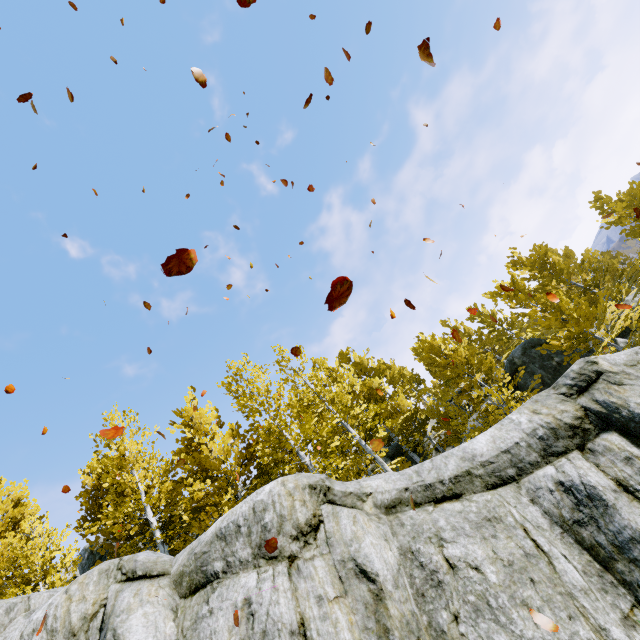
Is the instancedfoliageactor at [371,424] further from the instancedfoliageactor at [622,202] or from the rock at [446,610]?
the instancedfoliageactor at [622,202]

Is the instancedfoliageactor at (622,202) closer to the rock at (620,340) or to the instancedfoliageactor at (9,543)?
the rock at (620,340)

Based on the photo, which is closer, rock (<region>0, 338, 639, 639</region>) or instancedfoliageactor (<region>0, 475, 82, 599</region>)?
rock (<region>0, 338, 639, 639</region>)

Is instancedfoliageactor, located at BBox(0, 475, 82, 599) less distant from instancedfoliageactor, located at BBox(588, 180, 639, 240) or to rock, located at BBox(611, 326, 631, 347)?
A: rock, located at BBox(611, 326, 631, 347)

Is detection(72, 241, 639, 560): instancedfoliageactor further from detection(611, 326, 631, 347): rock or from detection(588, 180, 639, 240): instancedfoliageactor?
detection(588, 180, 639, 240): instancedfoliageactor

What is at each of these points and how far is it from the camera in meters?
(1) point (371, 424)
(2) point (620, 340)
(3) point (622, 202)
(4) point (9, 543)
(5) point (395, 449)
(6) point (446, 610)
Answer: (1) instancedfoliageactor, 13.6 m
(2) rock, 17.9 m
(3) instancedfoliageactor, 18.3 m
(4) instancedfoliageactor, 11.7 m
(5) rock, 21.5 m
(6) rock, 5.3 m

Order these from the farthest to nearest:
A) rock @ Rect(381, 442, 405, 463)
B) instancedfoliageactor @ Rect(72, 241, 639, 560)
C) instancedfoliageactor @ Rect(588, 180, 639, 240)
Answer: rock @ Rect(381, 442, 405, 463)
instancedfoliageactor @ Rect(588, 180, 639, 240)
instancedfoliageactor @ Rect(72, 241, 639, 560)
